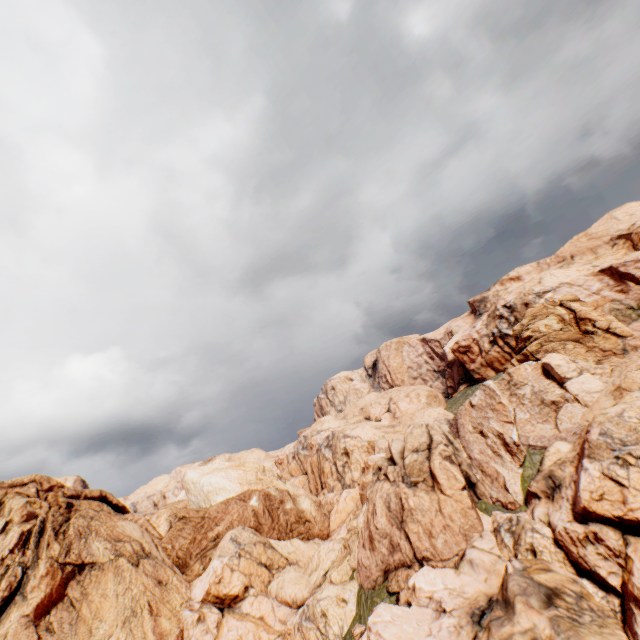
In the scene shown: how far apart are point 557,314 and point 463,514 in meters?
18.2
